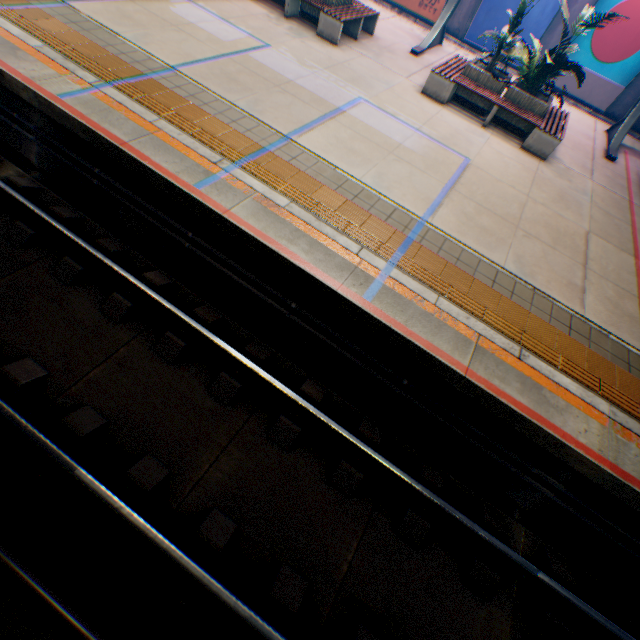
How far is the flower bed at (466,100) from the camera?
9.17m

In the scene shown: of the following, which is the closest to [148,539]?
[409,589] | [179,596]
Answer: [179,596]

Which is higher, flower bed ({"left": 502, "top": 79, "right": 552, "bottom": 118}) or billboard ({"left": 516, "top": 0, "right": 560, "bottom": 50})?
billboard ({"left": 516, "top": 0, "right": 560, "bottom": 50})

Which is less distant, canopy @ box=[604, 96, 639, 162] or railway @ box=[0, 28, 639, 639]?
railway @ box=[0, 28, 639, 639]

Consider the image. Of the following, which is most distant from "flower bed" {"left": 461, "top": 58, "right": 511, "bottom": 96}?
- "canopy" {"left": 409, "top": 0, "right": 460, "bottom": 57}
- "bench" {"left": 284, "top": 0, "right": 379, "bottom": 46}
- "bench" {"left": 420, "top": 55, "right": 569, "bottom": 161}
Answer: "bench" {"left": 284, "top": 0, "right": 379, "bottom": 46}

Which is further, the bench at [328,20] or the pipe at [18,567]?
the bench at [328,20]

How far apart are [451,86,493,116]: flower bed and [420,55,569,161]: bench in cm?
3

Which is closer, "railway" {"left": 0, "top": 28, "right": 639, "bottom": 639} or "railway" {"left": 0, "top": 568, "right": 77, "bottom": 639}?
"railway" {"left": 0, "top": 568, "right": 77, "bottom": 639}
